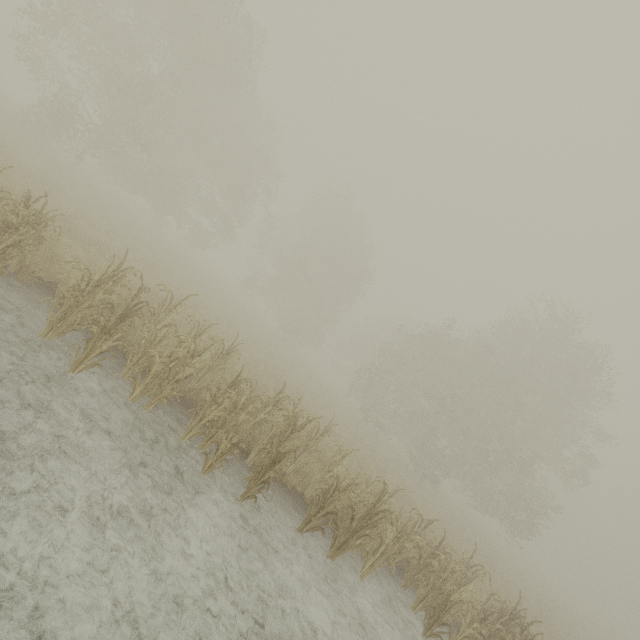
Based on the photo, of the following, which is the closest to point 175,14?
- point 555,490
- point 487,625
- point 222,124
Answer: point 222,124
